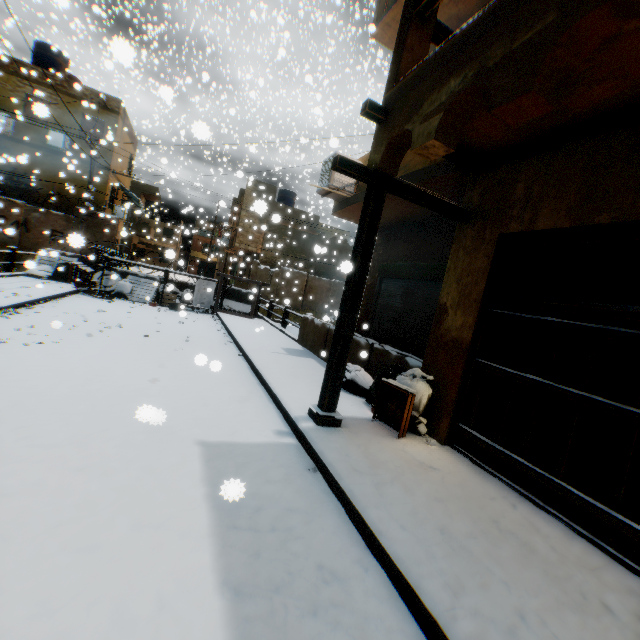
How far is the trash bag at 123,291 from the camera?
12.1 meters

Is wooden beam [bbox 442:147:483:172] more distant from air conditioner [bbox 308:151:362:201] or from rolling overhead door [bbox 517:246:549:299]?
air conditioner [bbox 308:151:362:201]

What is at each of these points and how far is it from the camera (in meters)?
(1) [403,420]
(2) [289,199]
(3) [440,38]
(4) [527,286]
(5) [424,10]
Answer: (1) wooden box, 4.10
(2) water tank, 28.33
(3) wooden beam, 3.87
(4) rolling overhead door, 3.95
(5) wooden beam, 3.57

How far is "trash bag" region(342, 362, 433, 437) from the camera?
4.4m

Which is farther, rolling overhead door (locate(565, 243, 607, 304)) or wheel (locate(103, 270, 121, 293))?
wheel (locate(103, 270, 121, 293))

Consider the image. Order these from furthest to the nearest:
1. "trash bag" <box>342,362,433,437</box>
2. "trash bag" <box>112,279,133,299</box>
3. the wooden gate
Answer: "trash bag" <box>112,279,133,299</box>, "trash bag" <box>342,362,433,437</box>, the wooden gate

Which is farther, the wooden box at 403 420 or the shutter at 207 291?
the shutter at 207 291

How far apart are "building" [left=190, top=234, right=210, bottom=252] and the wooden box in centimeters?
5952cm
